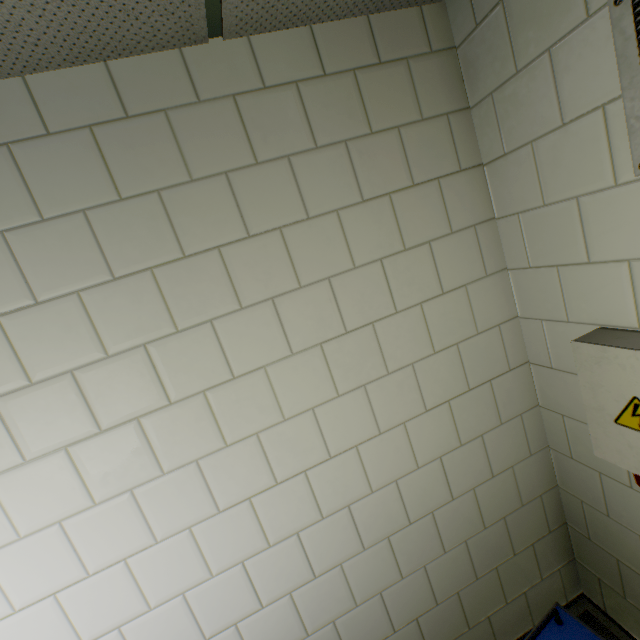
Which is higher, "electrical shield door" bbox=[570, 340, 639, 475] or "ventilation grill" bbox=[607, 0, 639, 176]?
"ventilation grill" bbox=[607, 0, 639, 176]

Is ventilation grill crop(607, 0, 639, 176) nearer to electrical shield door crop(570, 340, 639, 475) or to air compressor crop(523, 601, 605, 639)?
electrical shield door crop(570, 340, 639, 475)

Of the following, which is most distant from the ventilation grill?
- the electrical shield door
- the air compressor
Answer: the air compressor

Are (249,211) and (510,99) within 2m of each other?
yes

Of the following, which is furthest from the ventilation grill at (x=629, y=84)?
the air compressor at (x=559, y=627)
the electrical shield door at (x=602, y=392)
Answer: the air compressor at (x=559, y=627)

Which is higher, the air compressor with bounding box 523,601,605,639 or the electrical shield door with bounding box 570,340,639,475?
the electrical shield door with bounding box 570,340,639,475
